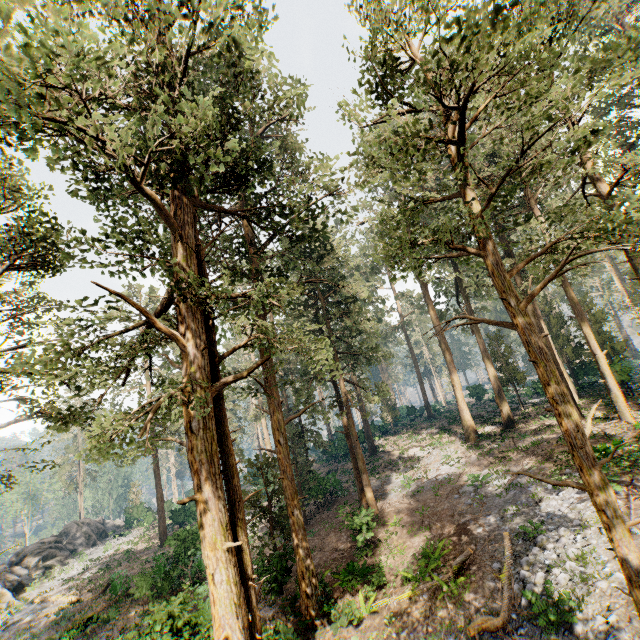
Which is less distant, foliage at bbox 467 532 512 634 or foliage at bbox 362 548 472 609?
foliage at bbox 467 532 512 634

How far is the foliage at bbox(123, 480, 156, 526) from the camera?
44.4m

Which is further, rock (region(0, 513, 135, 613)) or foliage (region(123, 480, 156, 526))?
foliage (region(123, 480, 156, 526))

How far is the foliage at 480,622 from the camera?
10.1m

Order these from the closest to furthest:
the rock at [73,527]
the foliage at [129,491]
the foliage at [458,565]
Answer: the foliage at [458,565]
the rock at [73,527]
the foliage at [129,491]

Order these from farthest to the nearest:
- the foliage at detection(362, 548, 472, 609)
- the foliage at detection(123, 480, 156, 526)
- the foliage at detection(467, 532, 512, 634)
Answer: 1. the foliage at detection(123, 480, 156, 526)
2. the foliage at detection(362, 548, 472, 609)
3. the foliage at detection(467, 532, 512, 634)

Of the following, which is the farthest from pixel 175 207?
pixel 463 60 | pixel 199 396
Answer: pixel 463 60
